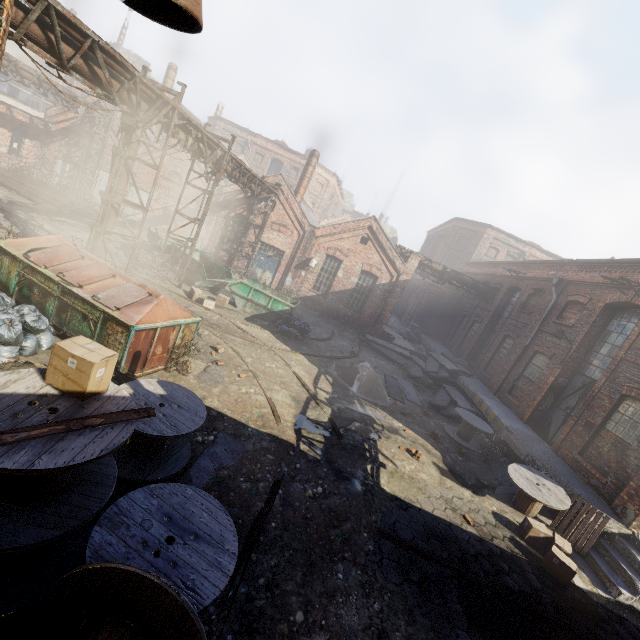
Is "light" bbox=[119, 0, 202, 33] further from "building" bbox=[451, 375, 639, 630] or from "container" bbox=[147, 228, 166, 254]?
"container" bbox=[147, 228, 166, 254]

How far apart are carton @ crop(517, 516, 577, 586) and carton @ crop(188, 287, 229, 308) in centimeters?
1303cm

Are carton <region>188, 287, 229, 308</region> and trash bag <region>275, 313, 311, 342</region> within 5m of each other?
yes

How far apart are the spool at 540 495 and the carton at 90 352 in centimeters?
996cm

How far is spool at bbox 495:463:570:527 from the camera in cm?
844

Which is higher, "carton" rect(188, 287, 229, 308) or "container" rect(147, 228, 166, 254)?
"container" rect(147, 228, 166, 254)

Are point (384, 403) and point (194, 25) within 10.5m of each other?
no

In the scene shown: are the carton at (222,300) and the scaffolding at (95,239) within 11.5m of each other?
yes
